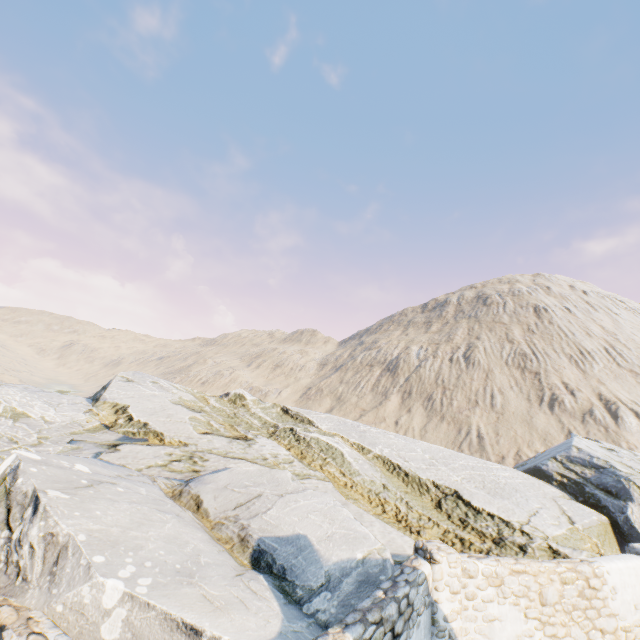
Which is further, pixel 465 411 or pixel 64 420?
pixel 465 411

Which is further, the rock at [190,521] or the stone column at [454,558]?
the stone column at [454,558]

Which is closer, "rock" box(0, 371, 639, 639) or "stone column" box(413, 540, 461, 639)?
"rock" box(0, 371, 639, 639)
